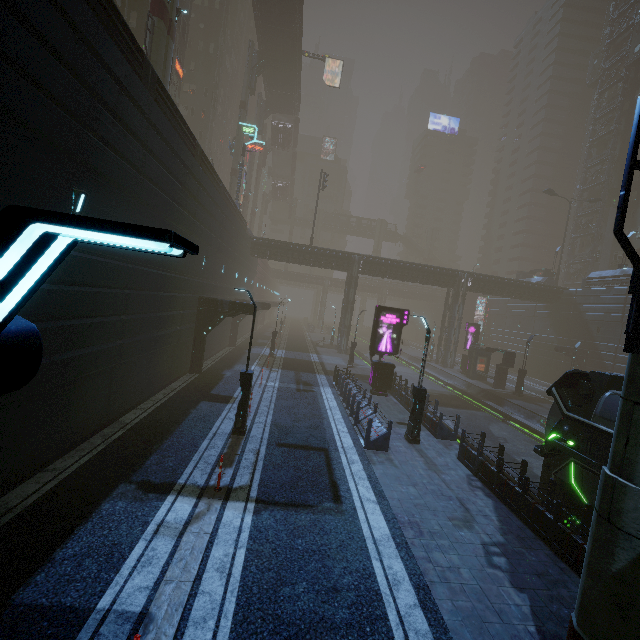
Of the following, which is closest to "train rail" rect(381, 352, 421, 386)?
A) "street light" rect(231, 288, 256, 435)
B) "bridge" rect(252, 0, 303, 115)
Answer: "street light" rect(231, 288, 256, 435)

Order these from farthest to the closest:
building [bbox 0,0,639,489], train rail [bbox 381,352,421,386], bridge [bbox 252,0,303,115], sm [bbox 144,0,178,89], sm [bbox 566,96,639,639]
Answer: bridge [bbox 252,0,303,115] < train rail [bbox 381,352,421,386] < sm [bbox 144,0,178,89] < building [bbox 0,0,639,489] < sm [bbox 566,96,639,639]

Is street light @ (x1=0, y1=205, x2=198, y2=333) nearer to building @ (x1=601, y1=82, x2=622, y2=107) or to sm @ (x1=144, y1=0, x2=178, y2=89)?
building @ (x1=601, y1=82, x2=622, y2=107)

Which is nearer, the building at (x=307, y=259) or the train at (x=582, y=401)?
the building at (x=307, y=259)

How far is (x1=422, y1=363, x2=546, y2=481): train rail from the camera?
17.78m

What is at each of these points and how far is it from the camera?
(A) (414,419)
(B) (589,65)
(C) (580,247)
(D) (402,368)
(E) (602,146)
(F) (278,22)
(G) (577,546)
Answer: (A) street light, 14.1 meters
(B) building, 56.7 meters
(C) building, 55.8 meters
(D) train rail, 41.8 meters
(E) building, 54.2 meters
(F) bridge, 38.3 meters
(G) building, 7.8 meters

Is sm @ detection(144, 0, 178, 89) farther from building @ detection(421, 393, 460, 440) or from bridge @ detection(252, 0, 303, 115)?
bridge @ detection(252, 0, 303, 115)

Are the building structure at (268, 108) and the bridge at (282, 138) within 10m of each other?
yes
